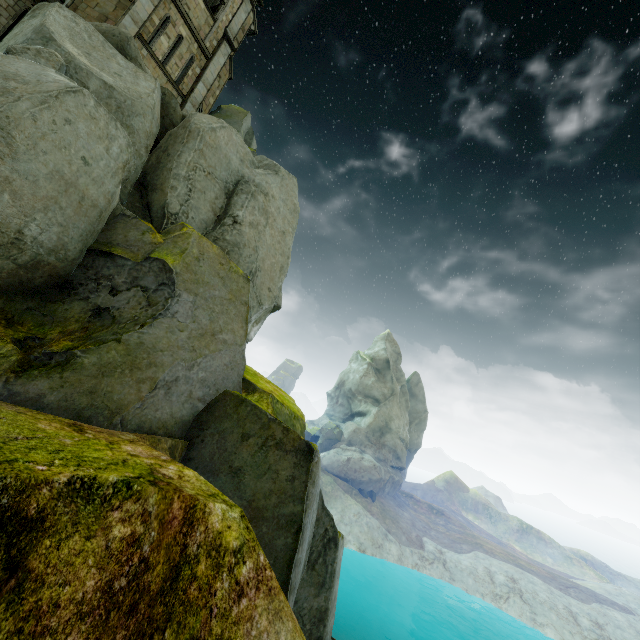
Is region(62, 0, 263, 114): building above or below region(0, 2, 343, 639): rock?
above

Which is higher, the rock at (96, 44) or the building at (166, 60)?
the building at (166, 60)

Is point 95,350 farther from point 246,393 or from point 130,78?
point 130,78

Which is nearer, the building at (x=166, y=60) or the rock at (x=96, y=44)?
the rock at (x=96, y=44)

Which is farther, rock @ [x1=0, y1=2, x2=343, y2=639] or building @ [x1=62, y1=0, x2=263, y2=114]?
building @ [x1=62, y1=0, x2=263, y2=114]
